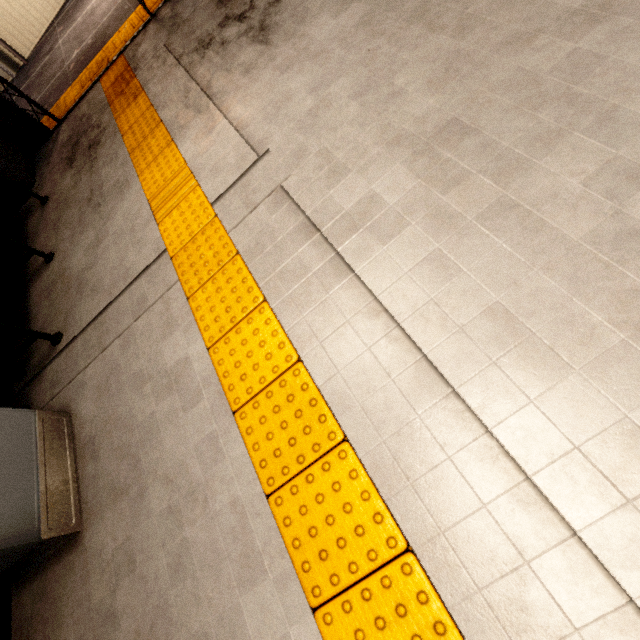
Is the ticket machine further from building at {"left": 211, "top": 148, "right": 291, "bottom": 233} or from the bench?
building at {"left": 211, "top": 148, "right": 291, "bottom": 233}

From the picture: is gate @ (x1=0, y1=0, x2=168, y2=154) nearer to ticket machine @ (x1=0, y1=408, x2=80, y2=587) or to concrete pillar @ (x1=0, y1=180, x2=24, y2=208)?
concrete pillar @ (x1=0, y1=180, x2=24, y2=208)

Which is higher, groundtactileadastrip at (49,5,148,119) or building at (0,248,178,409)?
groundtactileadastrip at (49,5,148,119)

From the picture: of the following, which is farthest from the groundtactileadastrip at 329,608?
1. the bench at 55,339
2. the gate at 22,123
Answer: the bench at 55,339

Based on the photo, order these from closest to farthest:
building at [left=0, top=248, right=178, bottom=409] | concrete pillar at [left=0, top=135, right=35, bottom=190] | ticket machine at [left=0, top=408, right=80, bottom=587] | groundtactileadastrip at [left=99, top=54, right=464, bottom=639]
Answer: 1. groundtactileadastrip at [left=99, top=54, right=464, bottom=639]
2. ticket machine at [left=0, top=408, right=80, bottom=587]
3. building at [left=0, top=248, right=178, bottom=409]
4. concrete pillar at [left=0, top=135, right=35, bottom=190]

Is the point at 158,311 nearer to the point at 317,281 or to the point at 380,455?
the point at 317,281

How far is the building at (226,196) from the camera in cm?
221

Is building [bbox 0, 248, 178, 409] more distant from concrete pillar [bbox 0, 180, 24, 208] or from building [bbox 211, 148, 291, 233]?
concrete pillar [bbox 0, 180, 24, 208]
